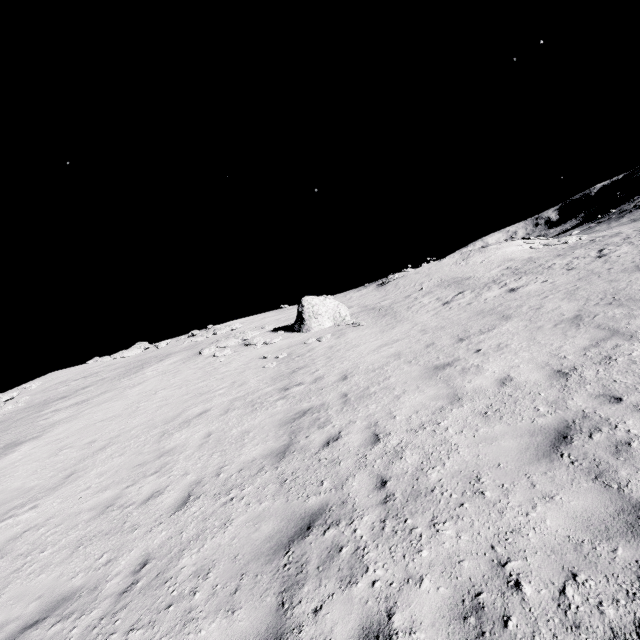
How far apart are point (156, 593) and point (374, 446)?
4.1 meters

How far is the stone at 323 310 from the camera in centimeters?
1939cm

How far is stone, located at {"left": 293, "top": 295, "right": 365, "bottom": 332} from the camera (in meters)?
19.39
